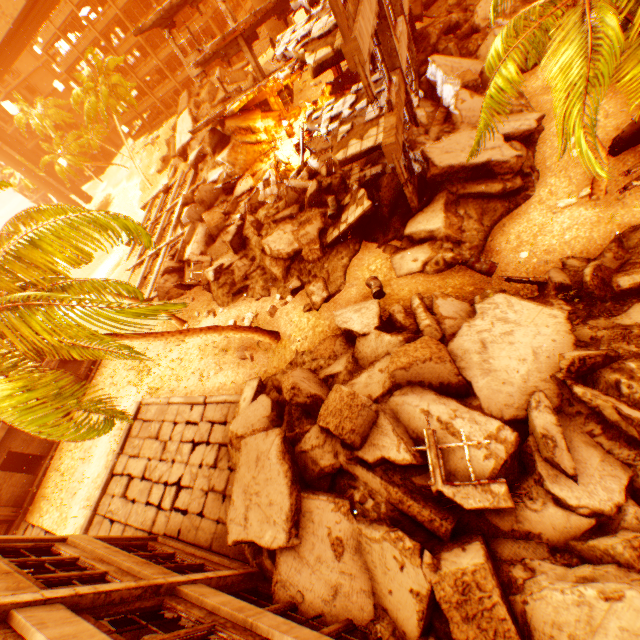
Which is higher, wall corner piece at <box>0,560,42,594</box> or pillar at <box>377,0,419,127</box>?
wall corner piece at <box>0,560,42,594</box>

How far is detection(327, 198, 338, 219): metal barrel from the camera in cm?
1459

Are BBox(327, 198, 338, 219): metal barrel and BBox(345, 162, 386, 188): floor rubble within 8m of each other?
yes

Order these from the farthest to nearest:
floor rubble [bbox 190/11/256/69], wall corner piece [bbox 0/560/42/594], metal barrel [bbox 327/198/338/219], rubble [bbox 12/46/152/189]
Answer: rubble [bbox 12/46/152/189] < floor rubble [bbox 190/11/256/69] < metal barrel [bbox 327/198/338/219] < wall corner piece [bbox 0/560/42/594]

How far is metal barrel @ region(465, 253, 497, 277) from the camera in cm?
1102

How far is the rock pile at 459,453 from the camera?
6.86m

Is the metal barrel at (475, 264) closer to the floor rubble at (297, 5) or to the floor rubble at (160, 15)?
the floor rubble at (297, 5)

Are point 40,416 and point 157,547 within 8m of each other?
yes
